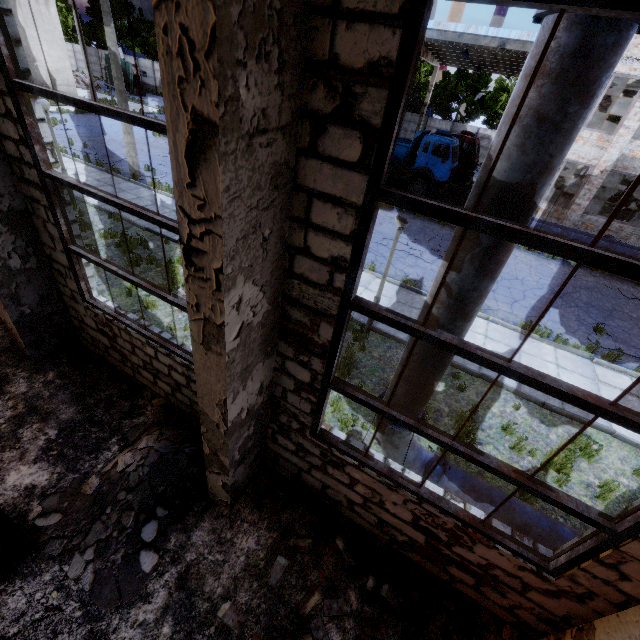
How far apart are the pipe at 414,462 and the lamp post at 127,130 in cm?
1716

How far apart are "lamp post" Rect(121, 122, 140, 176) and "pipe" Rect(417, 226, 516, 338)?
17.2m

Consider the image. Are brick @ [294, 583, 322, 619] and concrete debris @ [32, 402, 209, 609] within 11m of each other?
yes

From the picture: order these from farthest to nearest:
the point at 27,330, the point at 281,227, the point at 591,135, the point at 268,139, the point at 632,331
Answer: the point at 591,135 < the point at 632,331 < the point at 27,330 < the point at 281,227 < the point at 268,139

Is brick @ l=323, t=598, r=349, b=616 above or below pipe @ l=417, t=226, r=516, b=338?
below

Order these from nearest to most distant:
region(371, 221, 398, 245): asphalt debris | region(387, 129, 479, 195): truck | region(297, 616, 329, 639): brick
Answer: region(297, 616, 329, 639): brick → region(371, 221, 398, 245): asphalt debris → region(387, 129, 479, 195): truck

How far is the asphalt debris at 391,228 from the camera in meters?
14.5

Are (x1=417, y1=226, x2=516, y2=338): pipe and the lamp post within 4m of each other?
no
